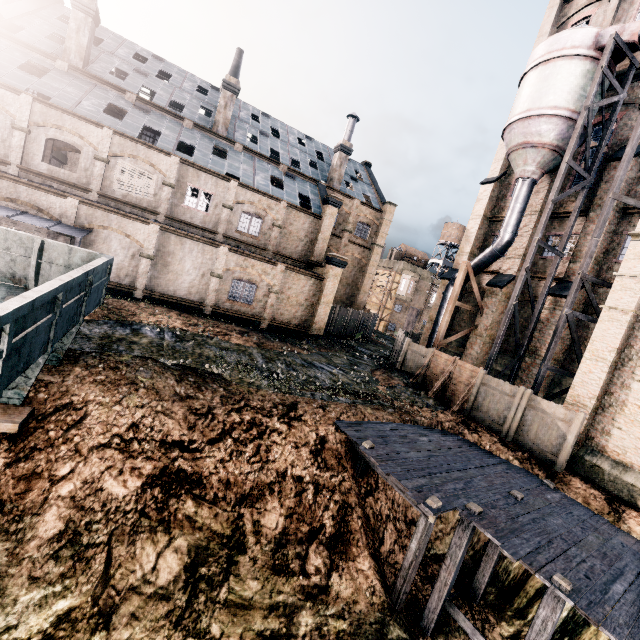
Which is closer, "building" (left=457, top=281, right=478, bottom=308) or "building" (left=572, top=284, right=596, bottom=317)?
"building" (left=572, top=284, right=596, bottom=317)

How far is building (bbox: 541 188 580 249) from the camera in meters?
22.0

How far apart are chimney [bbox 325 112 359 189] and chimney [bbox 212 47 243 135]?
10.8 meters

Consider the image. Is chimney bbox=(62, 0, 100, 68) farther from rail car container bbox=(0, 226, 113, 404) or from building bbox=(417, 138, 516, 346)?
rail car container bbox=(0, 226, 113, 404)

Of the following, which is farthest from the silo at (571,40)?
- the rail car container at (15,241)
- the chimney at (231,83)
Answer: the chimney at (231,83)

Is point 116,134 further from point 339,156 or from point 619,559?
point 619,559

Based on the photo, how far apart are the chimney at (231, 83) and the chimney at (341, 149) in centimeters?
1080cm
